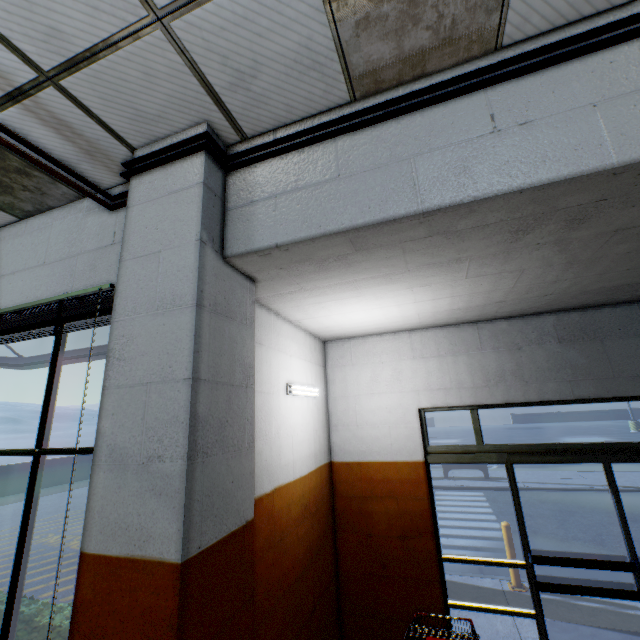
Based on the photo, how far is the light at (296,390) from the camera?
3.56m

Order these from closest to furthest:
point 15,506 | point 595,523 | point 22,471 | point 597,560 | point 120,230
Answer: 1. point 120,230
2. point 597,560
3. point 595,523
4. point 15,506
5. point 22,471

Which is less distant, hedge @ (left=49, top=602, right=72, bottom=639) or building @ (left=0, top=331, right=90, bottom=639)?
building @ (left=0, top=331, right=90, bottom=639)

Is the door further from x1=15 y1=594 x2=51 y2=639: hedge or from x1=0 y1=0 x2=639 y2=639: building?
x1=15 y1=594 x2=51 y2=639: hedge

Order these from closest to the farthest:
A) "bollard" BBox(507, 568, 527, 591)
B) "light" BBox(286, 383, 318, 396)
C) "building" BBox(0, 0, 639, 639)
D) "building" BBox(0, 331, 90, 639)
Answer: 1. "building" BBox(0, 0, 639, 639)
2. "building" BBox(0, 331, 90, 639)
3. "light" BBox(286, 383, 318, 396)
4. "bollard" BBox(507, 568, 527, 591)

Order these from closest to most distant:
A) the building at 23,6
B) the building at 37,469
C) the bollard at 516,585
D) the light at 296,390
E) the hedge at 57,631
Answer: the building at 23,6 → the building at 37,469 → the hedge at 57,631 → the light at 296,390 → the bollard at 516,585

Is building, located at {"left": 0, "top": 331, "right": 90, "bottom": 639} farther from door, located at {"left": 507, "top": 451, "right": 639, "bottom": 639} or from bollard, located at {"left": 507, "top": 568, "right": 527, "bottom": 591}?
bollard, located at {"left": 507, "top": 568, "right": 527, "bottom": 591}

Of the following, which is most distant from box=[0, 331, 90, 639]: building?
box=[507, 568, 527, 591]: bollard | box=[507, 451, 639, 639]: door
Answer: box=[507, 568, 527, 591]: bollard
